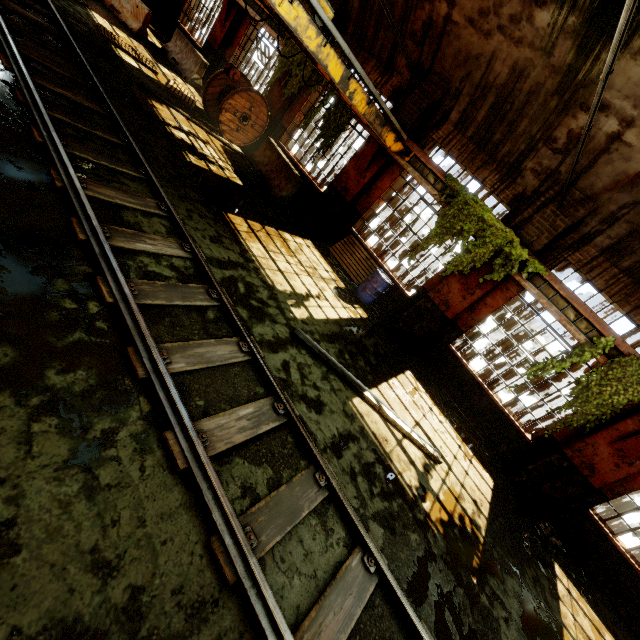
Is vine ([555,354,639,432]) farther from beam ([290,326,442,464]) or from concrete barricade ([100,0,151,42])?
concrete barricade ([100,0,151,42])

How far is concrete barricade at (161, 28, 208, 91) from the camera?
12.8m

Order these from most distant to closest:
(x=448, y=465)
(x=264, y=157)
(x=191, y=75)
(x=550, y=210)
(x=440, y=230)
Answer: (x=191, y=75) < (x=264, y=157) < (x=440, y=230) < (x=550, y=210) < (x=448, y=465)

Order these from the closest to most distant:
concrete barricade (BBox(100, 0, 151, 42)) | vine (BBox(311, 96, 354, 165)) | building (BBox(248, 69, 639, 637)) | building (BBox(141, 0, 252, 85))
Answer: building (BBox(248, 69, 639, 637)) → vine (BBox(311, 96, 354, 165)) → concrete barricade (BBox(100, 0, 151, 42)) → building (BBox(141, 0, 252, 85))

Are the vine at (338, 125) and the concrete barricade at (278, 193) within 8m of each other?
yes

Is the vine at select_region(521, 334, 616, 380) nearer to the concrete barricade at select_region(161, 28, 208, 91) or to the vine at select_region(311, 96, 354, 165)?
the vine at select_region(311, 96, 354, 165)

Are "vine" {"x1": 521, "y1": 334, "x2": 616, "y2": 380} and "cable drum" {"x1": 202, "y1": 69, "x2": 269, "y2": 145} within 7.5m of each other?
no

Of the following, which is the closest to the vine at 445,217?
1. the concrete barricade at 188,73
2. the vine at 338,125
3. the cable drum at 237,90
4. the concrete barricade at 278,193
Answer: the vine at 338,125
